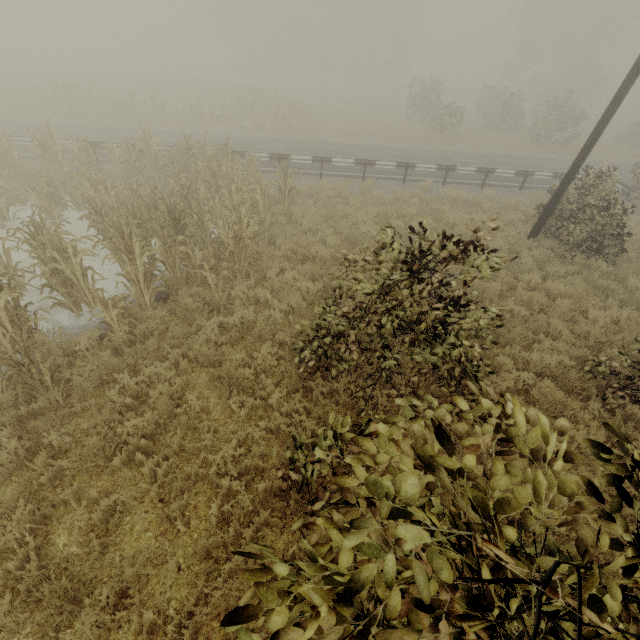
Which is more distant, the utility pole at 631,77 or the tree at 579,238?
the tree at 579,238

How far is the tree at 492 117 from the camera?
24.56m

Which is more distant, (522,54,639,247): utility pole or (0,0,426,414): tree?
(522,54,639,247): utility pole

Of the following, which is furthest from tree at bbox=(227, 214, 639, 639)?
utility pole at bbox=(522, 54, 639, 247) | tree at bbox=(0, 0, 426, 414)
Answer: utility pole at bbox=(522, 54, 639, 247)

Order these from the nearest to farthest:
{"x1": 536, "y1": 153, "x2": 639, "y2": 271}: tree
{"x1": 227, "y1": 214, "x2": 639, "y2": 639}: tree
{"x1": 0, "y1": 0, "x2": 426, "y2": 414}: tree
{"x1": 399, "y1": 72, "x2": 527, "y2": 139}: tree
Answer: {"x1": 227, "y1": 214, "x2": 639, "y2": 639}: tree → {"x1": 0, "y1": 0, "x2": 426, "y2": 414}: tree → {"x1": 536, "y1": 153, "x2": 639, "y2": 271}: tree → {"x1": 399, "y1": 72, "x2": 527, "y2": 139}: tree

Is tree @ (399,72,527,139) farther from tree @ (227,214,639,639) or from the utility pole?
the utility pole

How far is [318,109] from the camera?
30.9m
